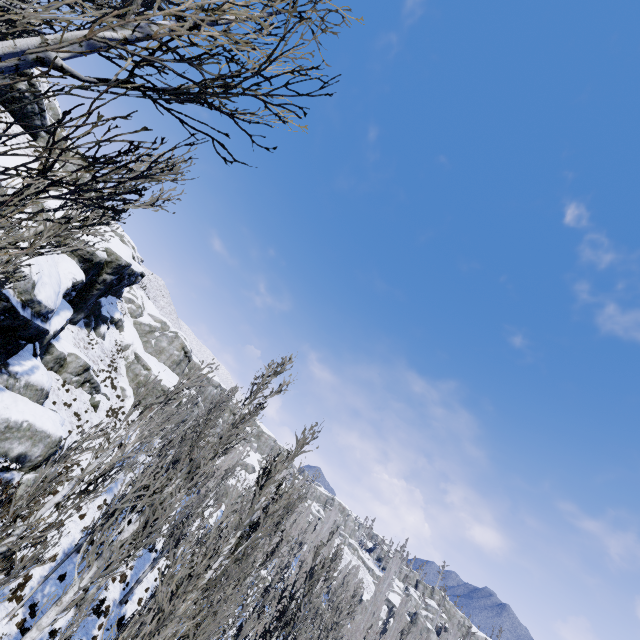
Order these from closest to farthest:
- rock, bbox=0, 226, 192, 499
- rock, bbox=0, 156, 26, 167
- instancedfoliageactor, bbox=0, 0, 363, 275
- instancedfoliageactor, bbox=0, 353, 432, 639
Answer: instancedfoliageactor, bbox=0, 0, 363, 275 → instancedfoliageactor, bbox=0, 353, 432, 639 → rock, bbox=0, 226, 192, 499 → rock, bbox=0, 156, 26, 167

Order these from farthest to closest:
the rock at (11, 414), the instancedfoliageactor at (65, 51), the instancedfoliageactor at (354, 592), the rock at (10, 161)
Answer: the rock at (10, 161), the rock at (11, 414), the instancedfoliageactor at (354, 592), the instancedfoliageactor at (65, 51)

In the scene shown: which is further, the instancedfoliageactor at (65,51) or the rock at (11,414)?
the rock at (11,414)

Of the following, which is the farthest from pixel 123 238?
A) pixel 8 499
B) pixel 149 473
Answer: pixel 149 473

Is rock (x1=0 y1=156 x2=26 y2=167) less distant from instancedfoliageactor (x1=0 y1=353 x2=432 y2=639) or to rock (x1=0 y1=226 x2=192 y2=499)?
rock (x1=0 y1=226 x2=192 y2=499)

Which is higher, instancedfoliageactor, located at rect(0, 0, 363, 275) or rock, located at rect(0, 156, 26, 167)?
rock, located at rect(0, 156, 26, 167)

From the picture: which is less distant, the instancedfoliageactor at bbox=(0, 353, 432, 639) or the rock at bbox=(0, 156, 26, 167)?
the instancedfoliageactor at bbox=(0, 353, 432, 639)
